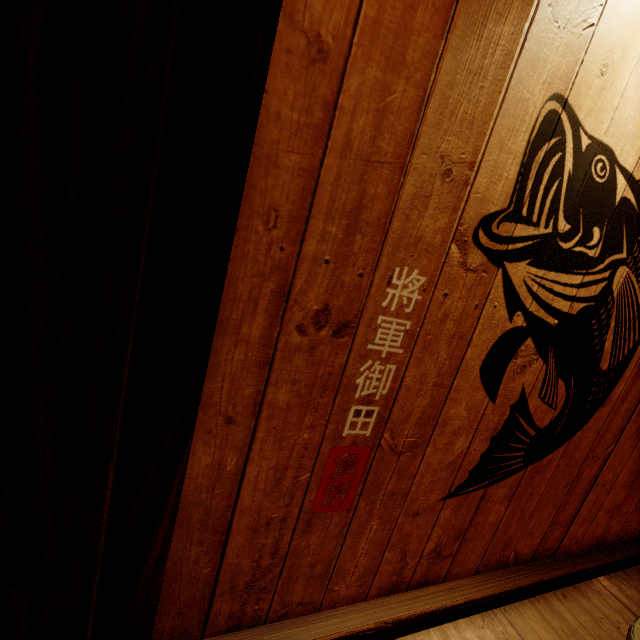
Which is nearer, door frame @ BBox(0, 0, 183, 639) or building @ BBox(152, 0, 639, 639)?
door frame @ BBox(0, 0, 183, 639)

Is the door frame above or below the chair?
above

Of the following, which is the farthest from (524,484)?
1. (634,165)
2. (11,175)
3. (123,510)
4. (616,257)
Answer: (11,175)

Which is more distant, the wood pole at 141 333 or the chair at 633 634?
the chair at 633 634

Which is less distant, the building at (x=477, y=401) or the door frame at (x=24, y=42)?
the door frame at (x=24, y=42)

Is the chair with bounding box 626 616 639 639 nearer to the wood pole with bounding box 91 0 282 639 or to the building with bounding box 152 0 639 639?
the building with bounding box 152 0 639 639

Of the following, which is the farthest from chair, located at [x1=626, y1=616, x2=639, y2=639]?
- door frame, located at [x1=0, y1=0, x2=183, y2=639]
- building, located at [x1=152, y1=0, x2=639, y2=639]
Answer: door frame, located at [x1=0, y1=0, x2=183, y2=639]

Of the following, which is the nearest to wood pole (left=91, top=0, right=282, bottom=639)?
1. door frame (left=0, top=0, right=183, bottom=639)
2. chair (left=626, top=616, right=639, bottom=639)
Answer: door frame (left=0, top=0, right=183, bottom=639)
